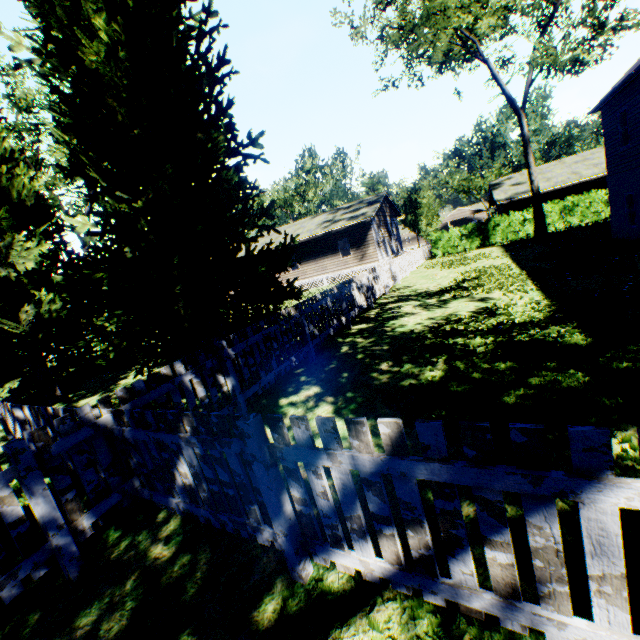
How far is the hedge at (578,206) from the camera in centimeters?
2031cm

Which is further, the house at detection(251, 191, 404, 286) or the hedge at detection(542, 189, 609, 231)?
the house at detection(251, 191, 404, 286)

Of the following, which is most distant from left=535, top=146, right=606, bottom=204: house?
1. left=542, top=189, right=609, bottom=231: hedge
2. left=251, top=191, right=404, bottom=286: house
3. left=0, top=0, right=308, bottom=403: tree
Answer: left=251, top=191, right=404, bottom=286: house

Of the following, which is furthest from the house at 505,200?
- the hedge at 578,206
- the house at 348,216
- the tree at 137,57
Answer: the house at 348,216

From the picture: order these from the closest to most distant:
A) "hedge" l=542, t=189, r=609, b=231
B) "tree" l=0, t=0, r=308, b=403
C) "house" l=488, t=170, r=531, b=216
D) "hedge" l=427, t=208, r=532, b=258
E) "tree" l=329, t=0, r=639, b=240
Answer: "tree" l=0, t=0, r=308, b=403
"tree" l=329, t=0, r=639, b=240
"hedge" l=542, t=189, r=609, b=231
"hedge" l=427, t=208, r=532, b=258
"house" l=488, t=170, r=531, b=216

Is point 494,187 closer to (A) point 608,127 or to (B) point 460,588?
(A) point 608,127

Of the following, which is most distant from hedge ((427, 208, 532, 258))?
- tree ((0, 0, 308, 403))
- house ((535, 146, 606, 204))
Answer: house ((535, 146, 606, 204))
